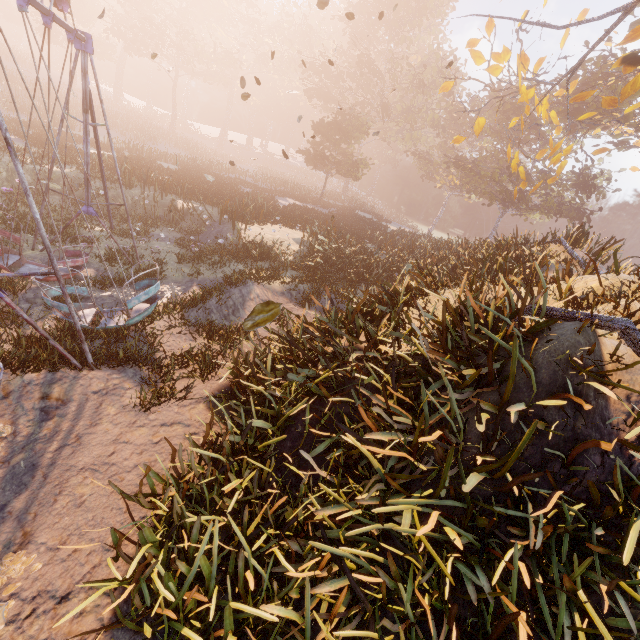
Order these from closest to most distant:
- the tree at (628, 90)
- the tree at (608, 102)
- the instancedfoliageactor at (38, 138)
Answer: the tree at (628, 90)
the tree at (608, 102)
the instancedfoliageactor at (38, 138)

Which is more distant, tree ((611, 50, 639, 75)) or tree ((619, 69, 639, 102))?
tree ((619, 69, 639, 102))

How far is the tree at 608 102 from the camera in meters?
12.0 m

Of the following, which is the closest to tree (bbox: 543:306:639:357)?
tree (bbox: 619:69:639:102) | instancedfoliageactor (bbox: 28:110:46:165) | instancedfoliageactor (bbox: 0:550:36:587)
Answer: instancedfoliageactor (bbox: 0:550:36:587)

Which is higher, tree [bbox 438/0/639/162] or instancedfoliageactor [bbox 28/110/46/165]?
tree [bbox 438/0/639/162]

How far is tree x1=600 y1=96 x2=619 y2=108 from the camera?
12.0 meters

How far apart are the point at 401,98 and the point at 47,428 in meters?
47.7

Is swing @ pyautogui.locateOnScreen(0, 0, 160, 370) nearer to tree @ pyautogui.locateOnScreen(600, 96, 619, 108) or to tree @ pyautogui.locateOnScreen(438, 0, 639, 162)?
tree @ pyautogui.locateOnScreen(438, 0, 639, 162)
